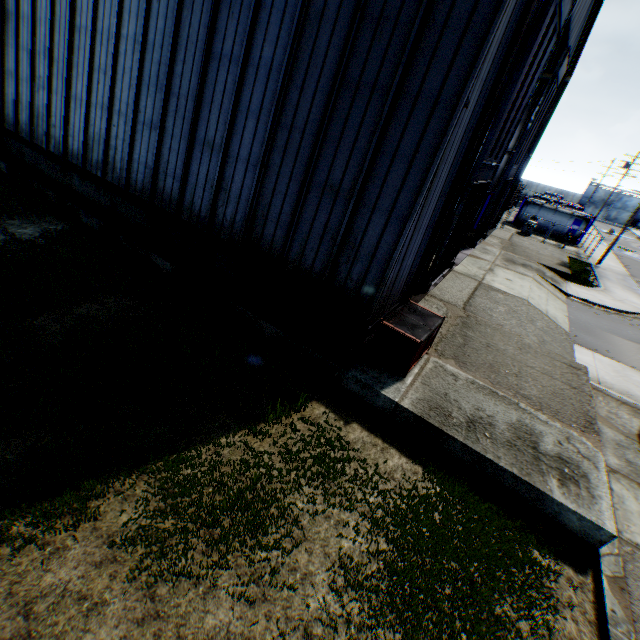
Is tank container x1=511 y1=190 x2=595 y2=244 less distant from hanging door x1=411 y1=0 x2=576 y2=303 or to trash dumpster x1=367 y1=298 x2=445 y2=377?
hanging door x1=411 y1=0 x2=576 y2=303

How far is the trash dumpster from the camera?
8.1 meters

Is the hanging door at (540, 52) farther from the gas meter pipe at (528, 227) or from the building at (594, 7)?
the gas meter pipe at (528, 227)

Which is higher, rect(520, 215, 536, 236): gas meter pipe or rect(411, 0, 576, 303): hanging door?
rect(411, 0, 576, 303): hanging door

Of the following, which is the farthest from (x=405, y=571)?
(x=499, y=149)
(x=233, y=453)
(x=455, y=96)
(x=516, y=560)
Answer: (x=499, y=149)

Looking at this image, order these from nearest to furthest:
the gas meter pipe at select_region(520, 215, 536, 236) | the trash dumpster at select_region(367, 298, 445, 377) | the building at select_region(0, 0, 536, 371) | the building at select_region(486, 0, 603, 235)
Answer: the building at select_region(0, 0, 536, 371)
the trash dumpster at select_region(367, 298, 445, 377)
the building at select_region(486, 0, 603, 235)
the gas meter pipe at select_region(520, 215, 536, 236)

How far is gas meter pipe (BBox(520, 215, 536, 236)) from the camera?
31.3 meters

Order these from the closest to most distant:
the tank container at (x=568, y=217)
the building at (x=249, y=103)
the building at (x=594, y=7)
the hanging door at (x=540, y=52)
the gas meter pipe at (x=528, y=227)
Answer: the building at (x=249, y=103), the hanging door at (x=540, y=52), the building at (x=594, y=7), the gas meter pipe at (x=528, y=227), the tank container at (x=568, y=217)
